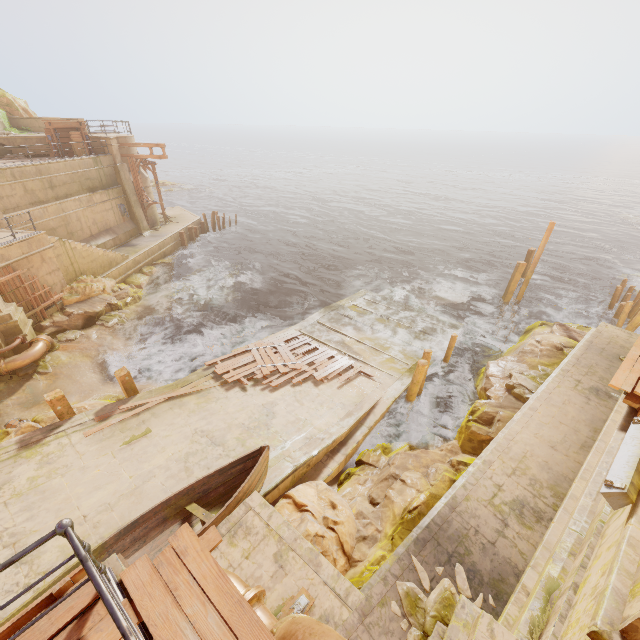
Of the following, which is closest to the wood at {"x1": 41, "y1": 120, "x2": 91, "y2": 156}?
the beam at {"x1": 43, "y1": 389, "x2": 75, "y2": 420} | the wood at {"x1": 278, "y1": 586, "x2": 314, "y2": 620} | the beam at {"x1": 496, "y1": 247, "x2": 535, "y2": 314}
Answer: the beam at {"x1": 43, "y1": 389, "x2": 75, "y2": 420}

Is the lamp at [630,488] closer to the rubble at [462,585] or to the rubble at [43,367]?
the rubble at [462,585]

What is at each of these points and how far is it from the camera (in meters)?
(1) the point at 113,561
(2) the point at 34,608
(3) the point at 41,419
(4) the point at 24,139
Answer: (1) building, 2.91
(2) wood, 2.58
(3) rock, 10.19
(4) building, 20.81

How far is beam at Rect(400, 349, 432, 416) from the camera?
11.8m

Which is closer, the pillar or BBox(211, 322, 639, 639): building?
BBox(211, 322, 639, 639): building

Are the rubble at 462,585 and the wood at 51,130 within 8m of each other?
no

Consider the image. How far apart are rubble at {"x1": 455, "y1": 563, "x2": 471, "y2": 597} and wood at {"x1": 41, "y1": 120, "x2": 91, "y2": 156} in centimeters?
2874cm

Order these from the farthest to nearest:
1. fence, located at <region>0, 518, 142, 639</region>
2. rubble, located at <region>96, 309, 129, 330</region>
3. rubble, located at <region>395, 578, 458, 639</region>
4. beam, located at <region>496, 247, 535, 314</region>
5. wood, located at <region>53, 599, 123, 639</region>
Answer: beam, located at <region>496, 247, 535, 314</region>, rubble, located at <region>96, 309, 129, 330</region>, rubble, located at <region>395, 578, 458, 639</region>, wood, located at <region>53, 599, 123, 639</region>, fence, located at <region>0, 518, 142, 639</region>
